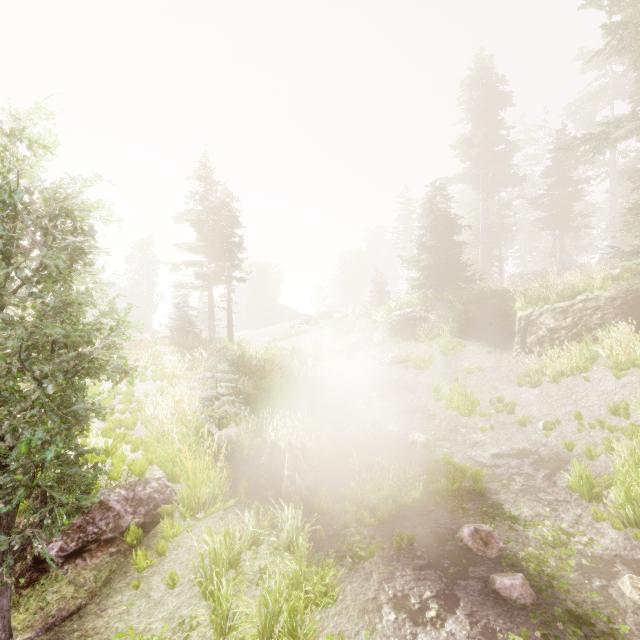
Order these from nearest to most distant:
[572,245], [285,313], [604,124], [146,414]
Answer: [146,414] → [604,124] → [572,245] → [285,313]

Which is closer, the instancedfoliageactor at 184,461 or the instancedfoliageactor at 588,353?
the instancedfoliageactor at 184,461

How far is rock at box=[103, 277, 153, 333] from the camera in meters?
39.1

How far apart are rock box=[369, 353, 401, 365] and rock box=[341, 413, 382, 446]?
6.47m

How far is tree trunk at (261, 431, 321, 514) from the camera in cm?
642

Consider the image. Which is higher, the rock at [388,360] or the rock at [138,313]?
the rock at [138,313]

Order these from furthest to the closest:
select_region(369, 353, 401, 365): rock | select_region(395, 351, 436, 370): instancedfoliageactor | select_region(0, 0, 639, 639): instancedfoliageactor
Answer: select_region(369, 353, 401, 365): rock → select_region(395, 351, 436, 370): instancedfoliageactor → select_region(0, 0, 639, 639): instancedfoliageactor

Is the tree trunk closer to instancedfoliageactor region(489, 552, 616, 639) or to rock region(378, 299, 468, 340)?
instancedfoliageactor region(489, 552, 616, 639)
